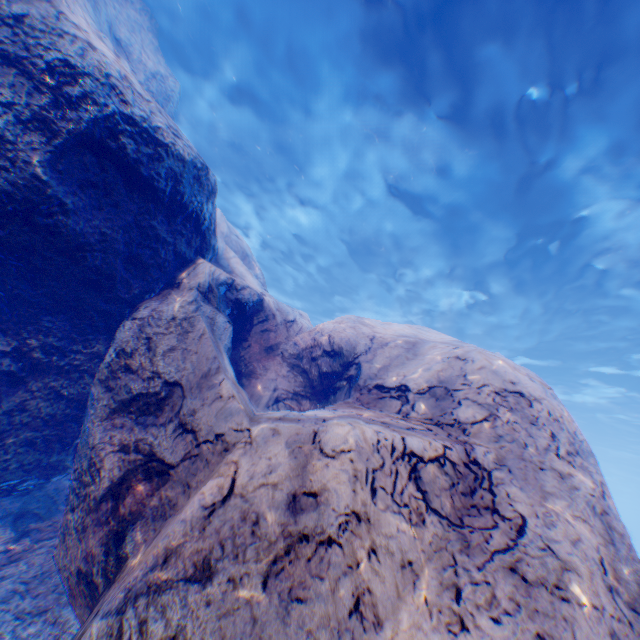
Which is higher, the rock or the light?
the light

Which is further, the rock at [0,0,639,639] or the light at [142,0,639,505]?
the light at [142,0,639,505]

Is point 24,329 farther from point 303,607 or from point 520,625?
point 520,625

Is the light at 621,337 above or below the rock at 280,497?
above

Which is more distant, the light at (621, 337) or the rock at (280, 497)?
the light at (621, 337)
